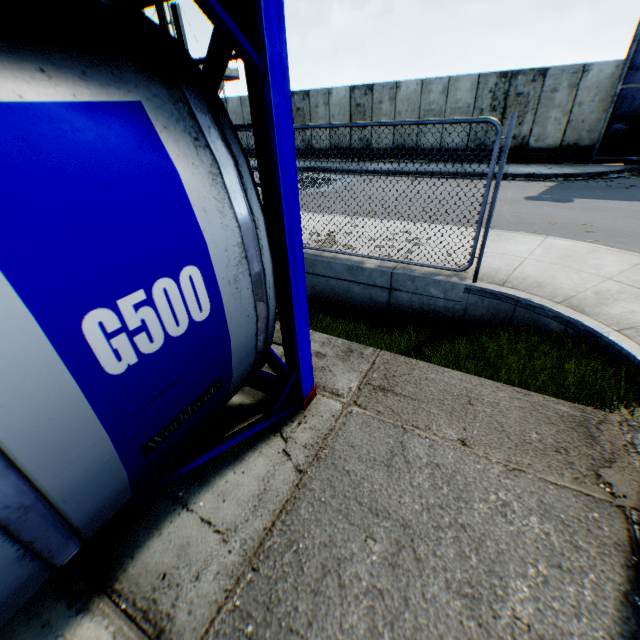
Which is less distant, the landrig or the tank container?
the tank container

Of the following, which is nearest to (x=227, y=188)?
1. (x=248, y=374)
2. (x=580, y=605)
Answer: (x=248, y=374)

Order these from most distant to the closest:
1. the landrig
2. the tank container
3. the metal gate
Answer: the landrig → the metal gate → the tank container

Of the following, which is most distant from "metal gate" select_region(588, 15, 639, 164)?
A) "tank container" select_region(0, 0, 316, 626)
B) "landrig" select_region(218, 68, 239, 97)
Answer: "landrig" select_region(218, 68, 239, 97)

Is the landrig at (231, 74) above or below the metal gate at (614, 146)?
above

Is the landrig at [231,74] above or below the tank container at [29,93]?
above

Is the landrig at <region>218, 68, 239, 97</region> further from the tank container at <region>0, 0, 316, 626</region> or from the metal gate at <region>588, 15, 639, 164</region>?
the tank container at <region>0, 0, 316, 626</region>
